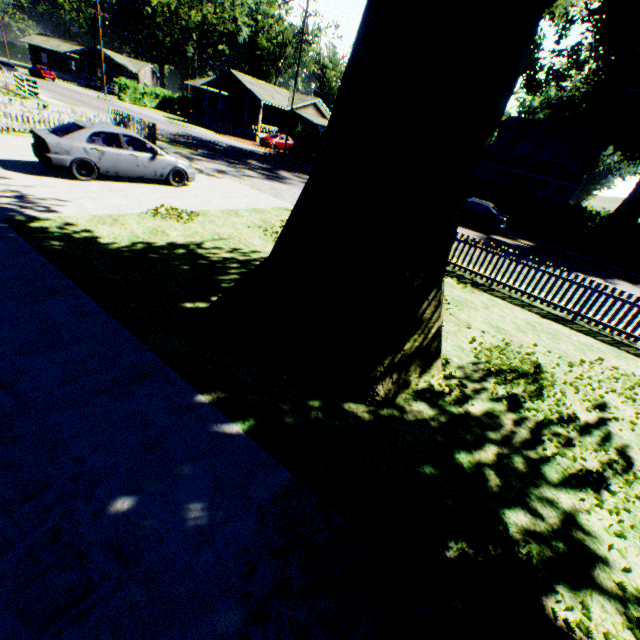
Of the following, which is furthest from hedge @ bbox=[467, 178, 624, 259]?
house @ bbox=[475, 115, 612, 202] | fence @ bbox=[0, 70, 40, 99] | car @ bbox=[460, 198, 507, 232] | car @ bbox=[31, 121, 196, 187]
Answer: car @ bbox=[31, 121, 196, 187]

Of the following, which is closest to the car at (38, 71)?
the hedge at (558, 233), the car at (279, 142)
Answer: the car at (279, 142)

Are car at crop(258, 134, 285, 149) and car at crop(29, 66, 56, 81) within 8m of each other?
no

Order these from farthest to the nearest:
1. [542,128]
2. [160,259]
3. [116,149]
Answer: [542,128] < [116,149] < [160,259]

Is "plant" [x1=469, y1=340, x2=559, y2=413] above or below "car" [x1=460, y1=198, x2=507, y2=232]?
below

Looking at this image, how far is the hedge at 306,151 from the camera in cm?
3116

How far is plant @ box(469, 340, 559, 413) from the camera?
5.7 meters

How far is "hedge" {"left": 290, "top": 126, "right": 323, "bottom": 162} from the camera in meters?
31.2 m
